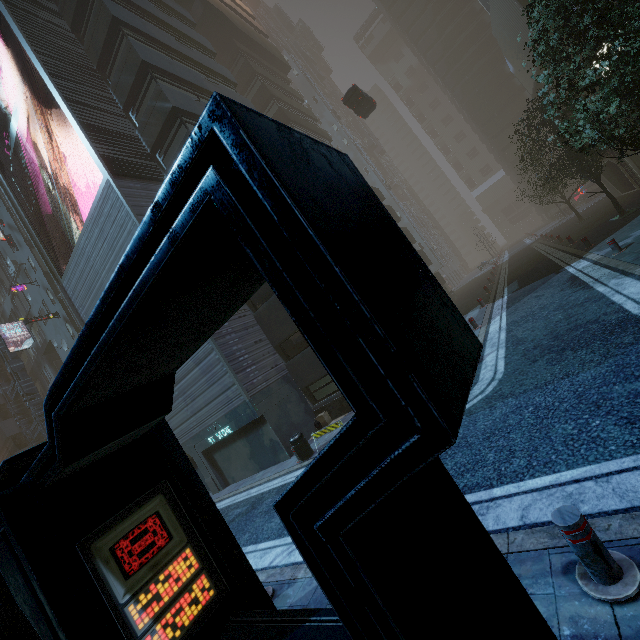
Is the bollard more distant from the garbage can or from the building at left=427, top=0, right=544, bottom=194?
the garbage can

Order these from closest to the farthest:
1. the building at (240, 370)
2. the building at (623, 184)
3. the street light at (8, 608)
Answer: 1. the building at (240, 370)
2. the street light at (8, 608)
3. the building at (623, 184)

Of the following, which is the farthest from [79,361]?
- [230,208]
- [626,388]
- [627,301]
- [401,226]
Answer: [401,226]

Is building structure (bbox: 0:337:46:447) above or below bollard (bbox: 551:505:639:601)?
above

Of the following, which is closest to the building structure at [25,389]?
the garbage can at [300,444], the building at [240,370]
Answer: the building at [240,370]

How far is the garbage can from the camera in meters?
11.5 m

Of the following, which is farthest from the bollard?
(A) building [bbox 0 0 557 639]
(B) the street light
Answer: (B) the street light

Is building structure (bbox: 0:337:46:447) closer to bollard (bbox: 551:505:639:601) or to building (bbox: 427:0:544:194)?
building (bbox: 427:0:544:194)
